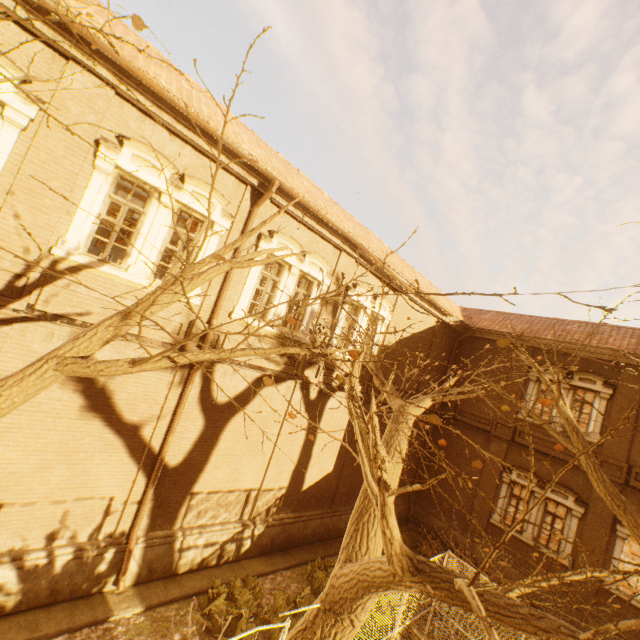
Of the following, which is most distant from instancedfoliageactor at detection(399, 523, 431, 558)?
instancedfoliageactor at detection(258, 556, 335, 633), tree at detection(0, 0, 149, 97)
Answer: tree at detection(0, 0, 149, 97)

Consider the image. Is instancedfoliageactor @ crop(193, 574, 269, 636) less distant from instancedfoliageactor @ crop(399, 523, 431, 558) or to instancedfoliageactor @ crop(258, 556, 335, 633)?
instancedfoliageactor @ crop(258, 556, 335, 633)

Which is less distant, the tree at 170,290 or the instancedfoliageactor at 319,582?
the tree at 170,290

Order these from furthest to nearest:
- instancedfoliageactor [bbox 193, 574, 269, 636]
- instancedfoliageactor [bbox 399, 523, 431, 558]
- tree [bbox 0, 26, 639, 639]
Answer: instancedfoliageactor [bbox 399, 523, 431, 558] < instancedfoliageactor [bbox 193, 574, 269, 636] < tree [bbox 0, 26, 639, 639]

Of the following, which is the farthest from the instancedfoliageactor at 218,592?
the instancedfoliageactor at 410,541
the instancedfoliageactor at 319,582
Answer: the instancedfoliageactor at 410,541

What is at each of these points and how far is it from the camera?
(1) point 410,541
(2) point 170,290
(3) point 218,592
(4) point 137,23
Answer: (1) instancedfoliageactor, 14.6 meters
(2) tree, 2.0 meters
(3) instancedfoliageactor, 8.4 meters
(4) tree, 2.0 meters

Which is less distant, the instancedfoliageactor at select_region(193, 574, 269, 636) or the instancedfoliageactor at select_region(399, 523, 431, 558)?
the instancedfoliageactor at select_region(193, 574, 269, 636)

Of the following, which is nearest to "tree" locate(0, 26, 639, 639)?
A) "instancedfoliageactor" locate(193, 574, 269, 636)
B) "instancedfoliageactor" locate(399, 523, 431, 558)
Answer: "instancedfoliageactor" locate(193, 574, 269, 636)
